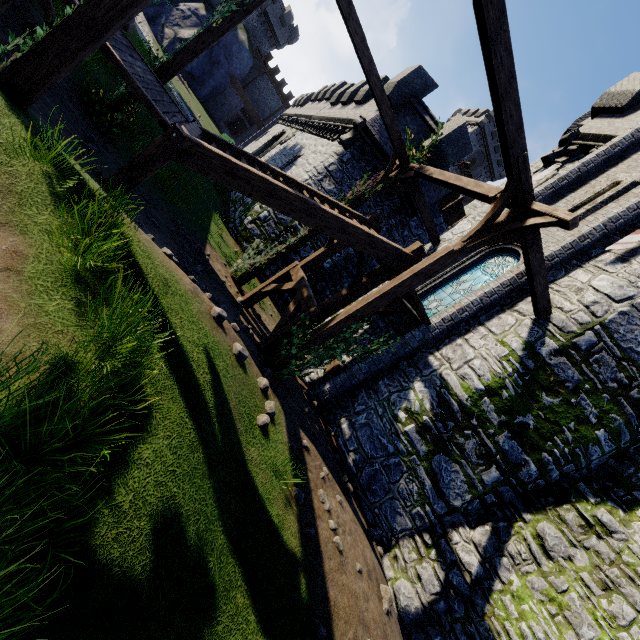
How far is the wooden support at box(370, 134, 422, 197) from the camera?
11.0m

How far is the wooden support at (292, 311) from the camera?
8.7 meters

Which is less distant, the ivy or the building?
the ivy

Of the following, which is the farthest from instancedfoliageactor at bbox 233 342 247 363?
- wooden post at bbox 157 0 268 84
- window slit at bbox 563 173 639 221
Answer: window slit at bbox 563 173 639 221

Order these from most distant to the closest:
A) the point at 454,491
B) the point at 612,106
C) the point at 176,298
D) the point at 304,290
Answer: the point at 612,106, the point at 304,290, the point at 454,491, the point at 176,298

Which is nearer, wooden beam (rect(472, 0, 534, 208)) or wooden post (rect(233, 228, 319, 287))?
wooden beam (rect(472, 0, 534, 208))

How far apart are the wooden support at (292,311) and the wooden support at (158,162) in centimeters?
451cm

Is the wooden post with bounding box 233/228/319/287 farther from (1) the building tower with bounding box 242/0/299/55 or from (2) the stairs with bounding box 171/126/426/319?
(1) the building tower with bounding box 242/0/299/55
